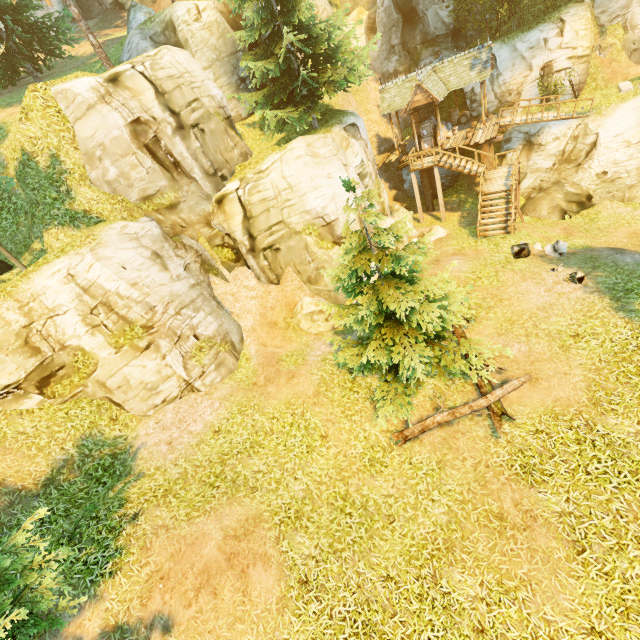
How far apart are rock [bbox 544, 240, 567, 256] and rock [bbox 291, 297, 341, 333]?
9.2m

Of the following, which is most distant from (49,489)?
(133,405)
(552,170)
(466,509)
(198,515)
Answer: (552,170)

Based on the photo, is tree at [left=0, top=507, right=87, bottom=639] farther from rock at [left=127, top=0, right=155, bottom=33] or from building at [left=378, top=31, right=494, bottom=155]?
building at [left=378, top=31, right=494, bottom=155]

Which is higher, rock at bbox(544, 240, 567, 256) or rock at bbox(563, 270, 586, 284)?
rock at bbox(563, 270, 586, 284)

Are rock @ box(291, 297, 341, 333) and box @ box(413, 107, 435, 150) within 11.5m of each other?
no

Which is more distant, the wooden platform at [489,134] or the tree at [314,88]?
the wooden platform at [489,134]

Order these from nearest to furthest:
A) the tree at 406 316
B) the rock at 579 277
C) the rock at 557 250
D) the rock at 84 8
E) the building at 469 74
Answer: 1. the tree at 406 316
2. the rock at 579 277
3. the rock at 557 250
4. the building at 469 74
5. the rock at 84 8

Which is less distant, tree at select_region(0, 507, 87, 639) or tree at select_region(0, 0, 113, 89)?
tree at select_region(0, 507, 87, 639)
